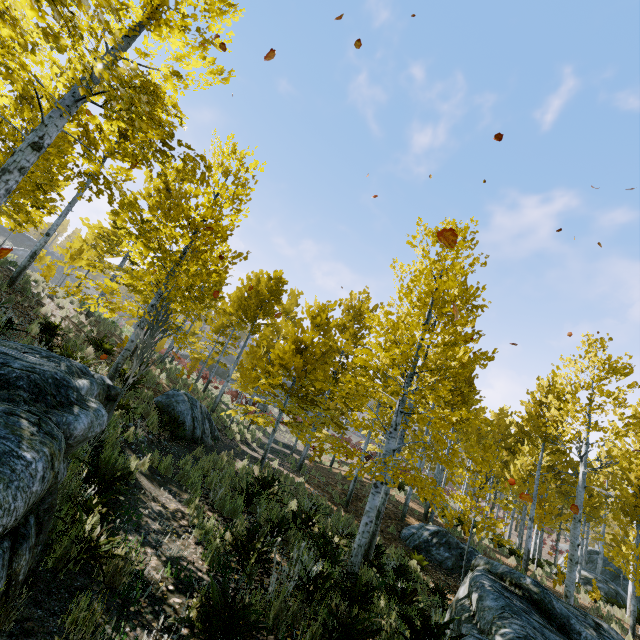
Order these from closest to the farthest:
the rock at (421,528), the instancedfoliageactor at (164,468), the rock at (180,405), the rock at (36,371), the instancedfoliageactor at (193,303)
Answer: the rock at (36,371), the instancedfoliageactor at (193,303), the instancedfoliageactor at (164,468), the rock at (180,405), the rock at (421,528)

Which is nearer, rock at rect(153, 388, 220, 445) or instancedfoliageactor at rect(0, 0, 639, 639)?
instancedfoliageactor at rect(0, 0, 639, 639)

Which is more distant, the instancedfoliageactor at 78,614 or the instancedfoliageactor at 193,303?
the instancedfoliageactor at 193,303

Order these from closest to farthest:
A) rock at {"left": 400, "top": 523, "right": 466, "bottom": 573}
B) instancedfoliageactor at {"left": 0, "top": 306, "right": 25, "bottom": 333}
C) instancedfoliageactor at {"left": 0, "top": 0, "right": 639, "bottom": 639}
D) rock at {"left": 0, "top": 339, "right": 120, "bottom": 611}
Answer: rock at {"left": 0, "top": 339, "right": 120, "bottom": 611} < instancedfoliageactor at {"left": 0, "top": 0, "right": 639, "bottom": 639} < instancedfoliageactor at {"left": 0, "top": 306, "right": 25, "bottom": 333} < rock at {"left": 400, "top": 523, "right": 466, "bottom": 573}

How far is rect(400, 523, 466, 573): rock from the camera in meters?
12.0 m

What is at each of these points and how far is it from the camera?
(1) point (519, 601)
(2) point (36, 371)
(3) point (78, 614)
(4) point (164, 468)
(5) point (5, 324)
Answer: (1) rock, 5.16m
(2) rock, 3.24m
(3) instancedfoliageactor, 2.49m
(4) instancedfoliageactor, 7.05m
(5) instancedfoliageactor, 7.12m

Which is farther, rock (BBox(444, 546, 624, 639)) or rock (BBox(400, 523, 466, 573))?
rock (BBox(400, 523, 466, 573))
